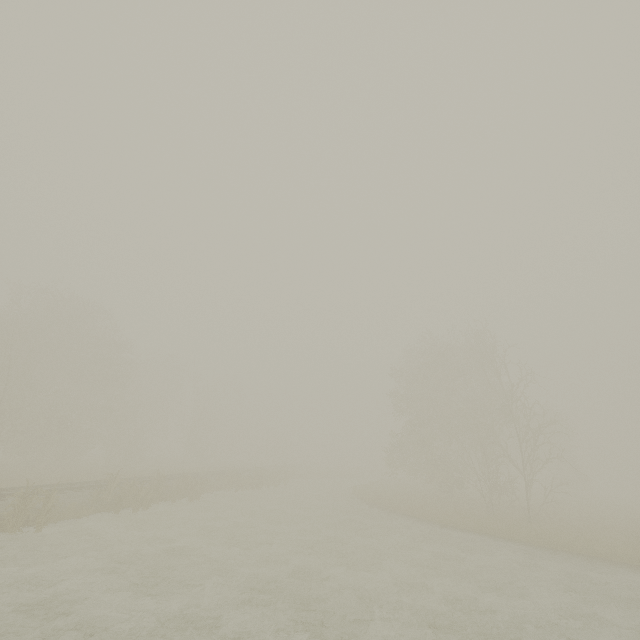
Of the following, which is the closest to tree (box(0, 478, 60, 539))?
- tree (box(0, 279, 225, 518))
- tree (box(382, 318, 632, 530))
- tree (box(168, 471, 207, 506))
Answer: tree (box(168, 471, 207, 506))

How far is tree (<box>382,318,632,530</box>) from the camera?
23.6 meters

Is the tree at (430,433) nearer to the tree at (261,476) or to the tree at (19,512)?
the tree at (261,476)

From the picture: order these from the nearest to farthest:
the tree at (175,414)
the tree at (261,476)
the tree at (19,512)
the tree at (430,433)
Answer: the tree at (19,512) < the tree at (175,414) < the tree at (430,433) < the tree at (261,476)

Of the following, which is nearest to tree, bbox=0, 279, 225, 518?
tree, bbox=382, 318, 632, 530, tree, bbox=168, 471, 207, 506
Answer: tree, bbox=382, 318, 632, 530

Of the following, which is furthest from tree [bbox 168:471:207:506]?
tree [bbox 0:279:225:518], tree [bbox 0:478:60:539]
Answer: tree [bbox 0:279:225:518]

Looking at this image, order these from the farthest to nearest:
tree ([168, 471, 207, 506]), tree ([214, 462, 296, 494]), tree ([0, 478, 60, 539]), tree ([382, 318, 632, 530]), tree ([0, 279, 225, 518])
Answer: tree ([214, 462, 296, 494]), tree ([382, 318, 632, 530]), tree ([0, 279, 225, 518]), tree ([168, 471, 207, 506]), tree ([0, 478, 60, 539])

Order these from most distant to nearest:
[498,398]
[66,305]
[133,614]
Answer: [498,398], [66,305], [133,614]
